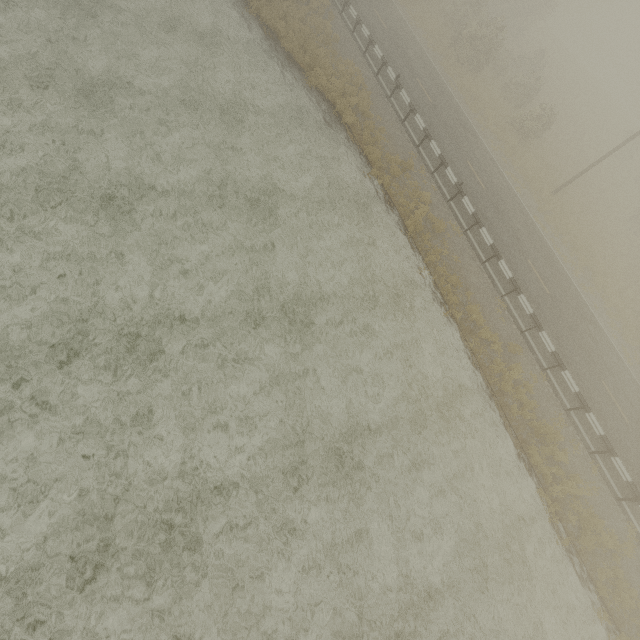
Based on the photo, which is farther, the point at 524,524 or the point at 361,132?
the point at 361,132
